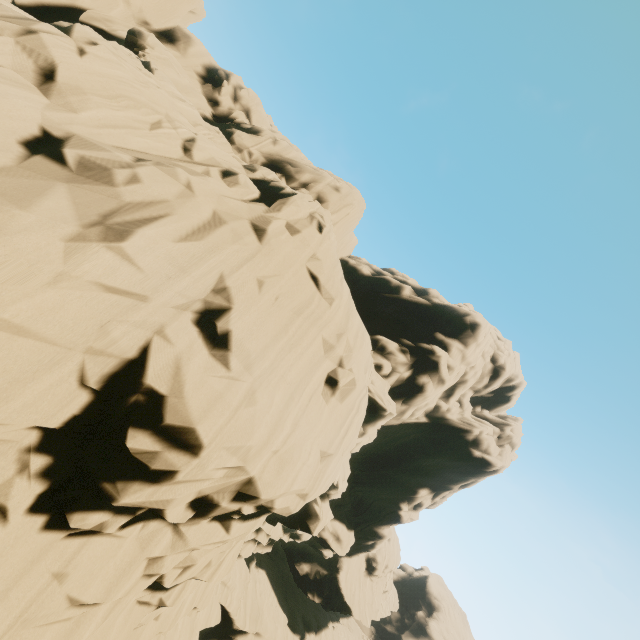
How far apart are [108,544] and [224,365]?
5.64m
